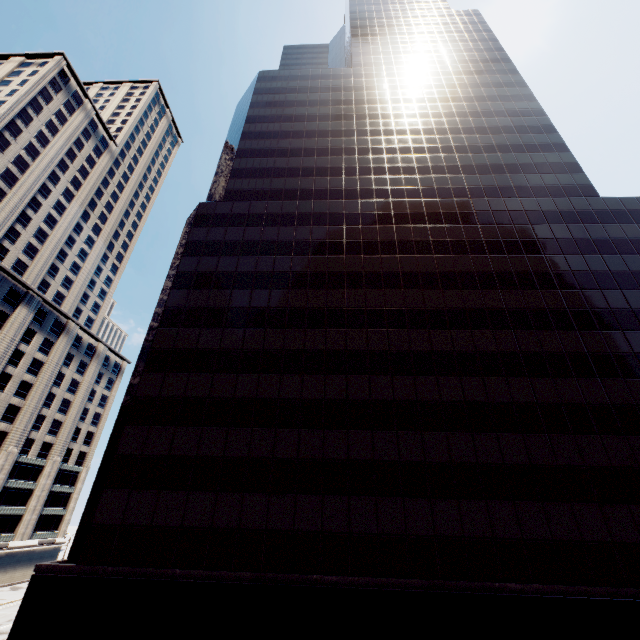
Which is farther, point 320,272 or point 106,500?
point 320,272
